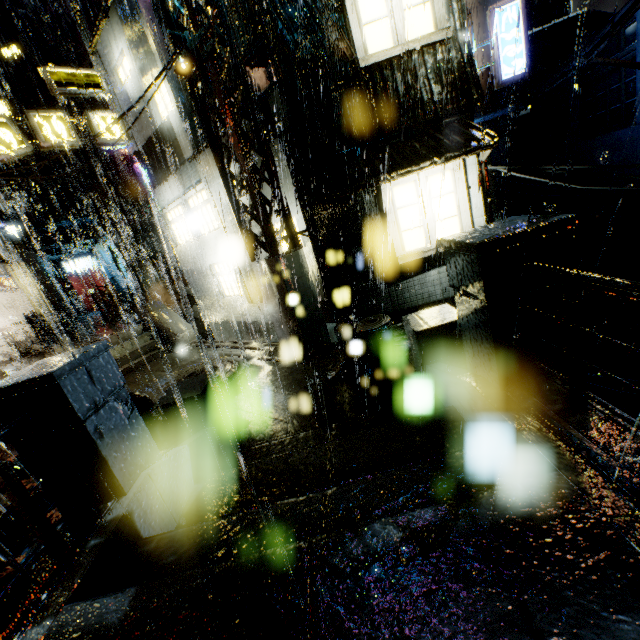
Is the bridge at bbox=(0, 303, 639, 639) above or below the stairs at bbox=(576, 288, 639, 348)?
above

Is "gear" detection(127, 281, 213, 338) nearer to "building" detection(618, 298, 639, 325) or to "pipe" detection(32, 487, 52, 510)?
"building" detection(618, 298, 639, 325)

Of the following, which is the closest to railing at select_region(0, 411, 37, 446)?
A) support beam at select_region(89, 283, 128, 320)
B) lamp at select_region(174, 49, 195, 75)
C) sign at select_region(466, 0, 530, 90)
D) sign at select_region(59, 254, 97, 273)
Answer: lamp at select_region(174, 49, 195, 75)

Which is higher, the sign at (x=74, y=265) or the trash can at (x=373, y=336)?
the sign at (x=74, y=265)

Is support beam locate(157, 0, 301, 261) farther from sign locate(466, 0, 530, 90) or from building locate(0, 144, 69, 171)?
sign locate(466, 0, 530, 90)

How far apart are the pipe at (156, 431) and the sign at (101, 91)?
Result: 14.55m

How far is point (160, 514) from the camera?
3.7m

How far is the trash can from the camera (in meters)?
7.16
